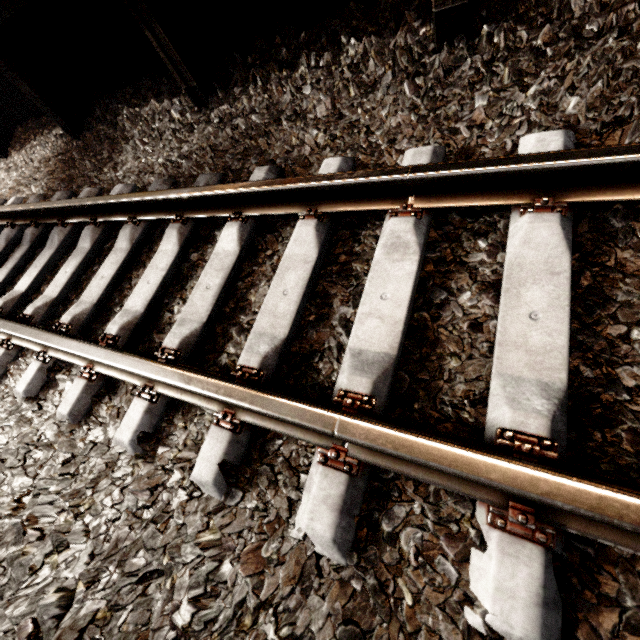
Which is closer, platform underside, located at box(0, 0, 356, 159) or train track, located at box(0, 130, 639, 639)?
train track, located at box(0, 130, 639, 639)

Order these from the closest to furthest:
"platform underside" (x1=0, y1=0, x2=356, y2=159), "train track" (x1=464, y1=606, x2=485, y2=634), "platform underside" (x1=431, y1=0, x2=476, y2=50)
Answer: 1. "train track" (x1=464, y1=606, x2=485, y2=634)
2. "platform underside" (x1=431, y1=0, x2=476, y2=50)
3. "platform underside" (x1=0, y1=0, x2=356, y2=159)

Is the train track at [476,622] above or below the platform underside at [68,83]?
below

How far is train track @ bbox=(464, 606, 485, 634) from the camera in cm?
77

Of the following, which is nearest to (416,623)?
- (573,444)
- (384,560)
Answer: (384,560)

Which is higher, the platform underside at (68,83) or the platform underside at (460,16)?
the platform underside at (68,83)

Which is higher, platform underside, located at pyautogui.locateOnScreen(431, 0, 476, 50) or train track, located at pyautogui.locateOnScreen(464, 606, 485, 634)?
platform underside, located at pyautogui.locateOnScreen(431, 0, 476, 50)
